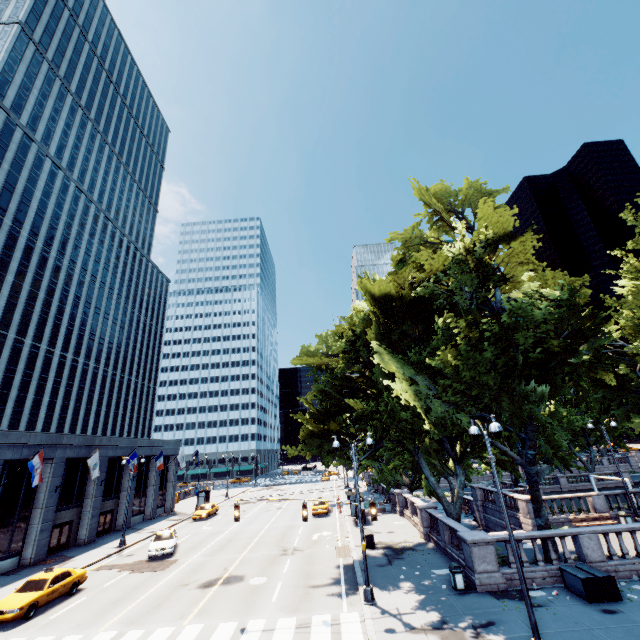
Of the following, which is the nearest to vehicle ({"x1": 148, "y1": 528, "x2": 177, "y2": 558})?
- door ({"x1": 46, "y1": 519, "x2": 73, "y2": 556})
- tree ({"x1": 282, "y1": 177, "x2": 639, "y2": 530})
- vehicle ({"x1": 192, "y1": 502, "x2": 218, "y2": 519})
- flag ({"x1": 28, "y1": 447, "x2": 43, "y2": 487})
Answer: door ({"x1": 46, "y1": 519, "x2": 73, "y2": 556})

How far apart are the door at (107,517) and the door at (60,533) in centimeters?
346cm

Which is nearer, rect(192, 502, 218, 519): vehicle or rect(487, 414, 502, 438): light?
rect(487, 414, 502, 438): light

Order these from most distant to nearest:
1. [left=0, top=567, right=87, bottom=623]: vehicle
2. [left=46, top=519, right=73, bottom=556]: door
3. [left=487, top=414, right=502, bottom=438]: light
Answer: [left=46, top=519, right=73, bottom=556]: door < [left=0, top=567, right=87, bottom=623]: vehicle < [left=487, top=414, right=502, bottom=438]: light

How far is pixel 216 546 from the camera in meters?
27.1 m

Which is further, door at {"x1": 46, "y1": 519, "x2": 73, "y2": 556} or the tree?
door at {"x1": 46, "y1": 519, "x2": 73, "y2": 556}

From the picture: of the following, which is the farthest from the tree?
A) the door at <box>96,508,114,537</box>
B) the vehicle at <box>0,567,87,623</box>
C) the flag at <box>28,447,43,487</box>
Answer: the door at <box>96,508,114,537</box>

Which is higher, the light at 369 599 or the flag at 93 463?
the flag at 93 463
